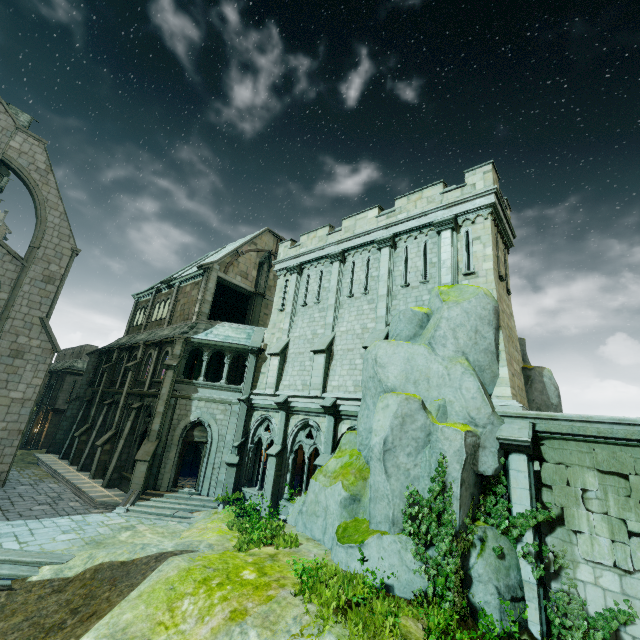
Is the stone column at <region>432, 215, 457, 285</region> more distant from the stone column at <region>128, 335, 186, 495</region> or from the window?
the stone column at <region>128, 335, 186, 495</region>

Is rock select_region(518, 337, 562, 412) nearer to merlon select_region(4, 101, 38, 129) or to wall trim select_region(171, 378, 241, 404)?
wall trim select_region(171, 378, 241, 404)

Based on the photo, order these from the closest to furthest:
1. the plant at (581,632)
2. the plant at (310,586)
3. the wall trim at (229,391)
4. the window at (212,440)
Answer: the plant at (310,586)
the plant at (581,632)
the window at (212,440)
the wall trim at (229,391)

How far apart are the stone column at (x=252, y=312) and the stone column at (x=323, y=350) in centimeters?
852cm

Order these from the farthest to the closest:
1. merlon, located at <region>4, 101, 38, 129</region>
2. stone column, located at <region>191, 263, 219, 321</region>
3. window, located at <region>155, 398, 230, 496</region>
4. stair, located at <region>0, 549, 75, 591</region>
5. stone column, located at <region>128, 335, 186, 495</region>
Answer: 1. merlon, located at <region>4, 101, 38, 129</region>
2. stone column, located at <region>191, 263, 219, 321</region>
3. window, located at <region>155, 398, 230, 496</region>
4. stone column, located at <region>128, 335, 186, 495</region>
5. stair, located at <region>0, 549, 75, 591</region>

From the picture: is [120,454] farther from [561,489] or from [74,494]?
[561,489]

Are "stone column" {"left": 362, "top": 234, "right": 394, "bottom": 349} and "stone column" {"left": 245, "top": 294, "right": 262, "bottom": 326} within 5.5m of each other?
no

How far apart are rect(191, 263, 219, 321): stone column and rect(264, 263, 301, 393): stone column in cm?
568
